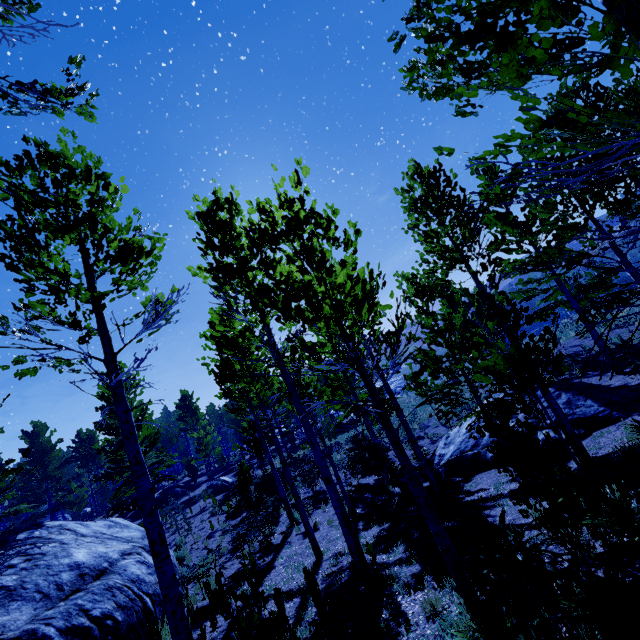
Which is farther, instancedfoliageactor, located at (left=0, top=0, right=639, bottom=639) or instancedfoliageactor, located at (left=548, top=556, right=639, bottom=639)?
instancedfoliageactor, located at (left=548, top=556, right=639, bottom=639)

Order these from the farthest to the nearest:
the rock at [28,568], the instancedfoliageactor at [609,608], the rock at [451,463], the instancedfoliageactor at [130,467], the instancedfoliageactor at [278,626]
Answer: the rock at [451,463], the rock at [28,568], the instancedfoliageactor at [278,626], the instancedfoliageactor at [609,608], the instancedfoliageactor at [130,467]

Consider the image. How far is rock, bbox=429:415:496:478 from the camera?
11.98m

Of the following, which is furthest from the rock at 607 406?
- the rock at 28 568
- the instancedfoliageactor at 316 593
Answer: the rock at 28 568

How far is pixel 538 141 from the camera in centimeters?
250cm

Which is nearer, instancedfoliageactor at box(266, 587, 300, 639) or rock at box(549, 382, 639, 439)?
instancedfoliageactor at box(266, 587, 300, 639)

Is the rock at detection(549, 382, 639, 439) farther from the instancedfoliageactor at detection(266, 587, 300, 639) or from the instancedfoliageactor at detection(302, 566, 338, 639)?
the instancedfoliageactor at detection(302, 566, 338, 639)

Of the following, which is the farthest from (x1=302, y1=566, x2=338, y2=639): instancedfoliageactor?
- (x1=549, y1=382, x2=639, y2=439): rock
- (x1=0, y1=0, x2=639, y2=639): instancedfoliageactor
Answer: (x1=549, y1=382, x2=639, y2=439): rock
